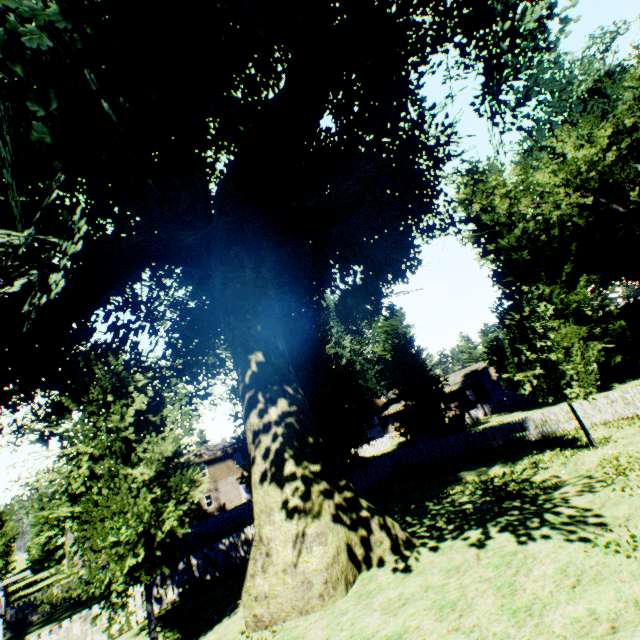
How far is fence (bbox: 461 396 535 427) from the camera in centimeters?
3625cm

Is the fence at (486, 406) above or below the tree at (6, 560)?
below

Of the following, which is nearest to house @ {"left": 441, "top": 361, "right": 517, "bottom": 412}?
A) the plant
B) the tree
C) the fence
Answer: the fence

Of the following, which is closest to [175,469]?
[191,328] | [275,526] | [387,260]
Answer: [275,526]

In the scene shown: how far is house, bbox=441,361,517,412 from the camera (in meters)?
45.12

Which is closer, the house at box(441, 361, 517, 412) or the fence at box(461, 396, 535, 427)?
the fence at box(461, 396, 535, 427)

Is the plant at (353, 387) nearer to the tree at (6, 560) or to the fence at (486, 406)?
the fence at (486, 406)
